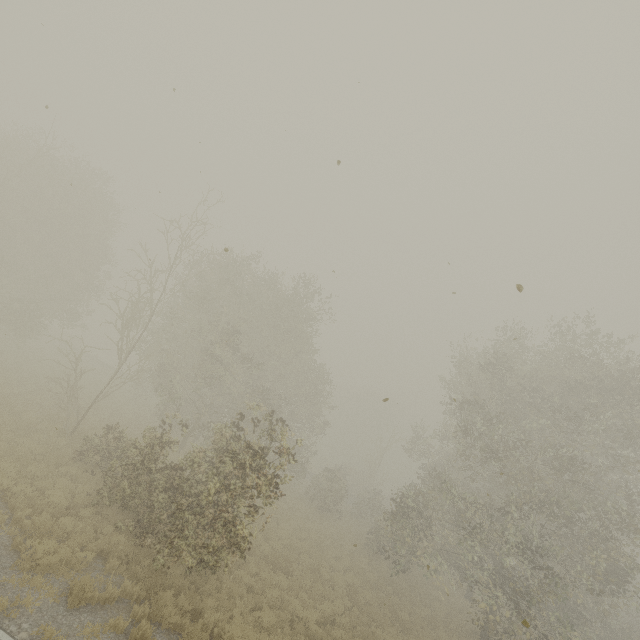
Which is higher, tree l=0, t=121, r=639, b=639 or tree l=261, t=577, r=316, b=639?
tree l=0, t=121, r=639, b=639

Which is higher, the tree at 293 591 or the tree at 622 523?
the tree at 622 523

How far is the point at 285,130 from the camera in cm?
732

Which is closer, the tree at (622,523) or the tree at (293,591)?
the tree at (622,523)

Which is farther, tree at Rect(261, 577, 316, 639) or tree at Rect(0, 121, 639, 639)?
tree at Rect(261, 577, 316, 639)
